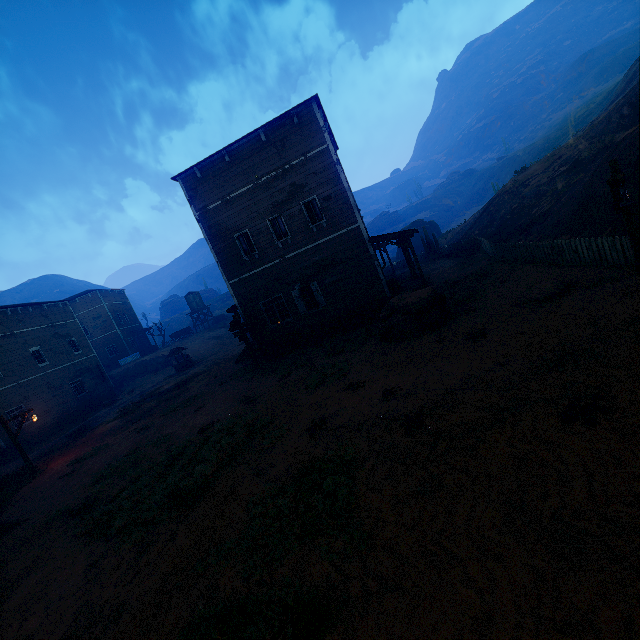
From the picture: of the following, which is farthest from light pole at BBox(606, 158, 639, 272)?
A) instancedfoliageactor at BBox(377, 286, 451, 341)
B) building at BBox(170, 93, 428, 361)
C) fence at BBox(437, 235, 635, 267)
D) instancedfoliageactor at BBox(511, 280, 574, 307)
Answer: building at BBox(170, 93, 428, 361)

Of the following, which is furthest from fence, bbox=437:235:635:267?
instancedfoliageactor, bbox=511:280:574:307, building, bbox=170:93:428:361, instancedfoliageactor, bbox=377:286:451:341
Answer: instancedfoliageactor, bbox=377:286:451:341

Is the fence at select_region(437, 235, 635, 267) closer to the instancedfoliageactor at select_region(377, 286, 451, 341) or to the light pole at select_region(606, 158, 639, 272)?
the light pole at select_region(606, 158, 639, 272)

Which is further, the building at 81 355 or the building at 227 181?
the building at 81 355

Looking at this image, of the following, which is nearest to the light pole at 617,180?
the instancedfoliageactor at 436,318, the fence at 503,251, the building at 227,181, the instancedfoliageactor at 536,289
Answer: the fence at 503,251

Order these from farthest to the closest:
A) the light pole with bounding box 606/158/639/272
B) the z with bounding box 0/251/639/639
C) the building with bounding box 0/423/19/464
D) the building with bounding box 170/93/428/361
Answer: the building with bounding box 0/423/19/464, the building with bounding box 170/93/428/361, the light pole with bounding box 606/158/639/272, the z with bounding box 0/251/639/639

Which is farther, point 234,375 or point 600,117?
point 600,117

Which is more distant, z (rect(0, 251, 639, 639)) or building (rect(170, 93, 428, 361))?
building (rect(170, 93, 428, 361))
